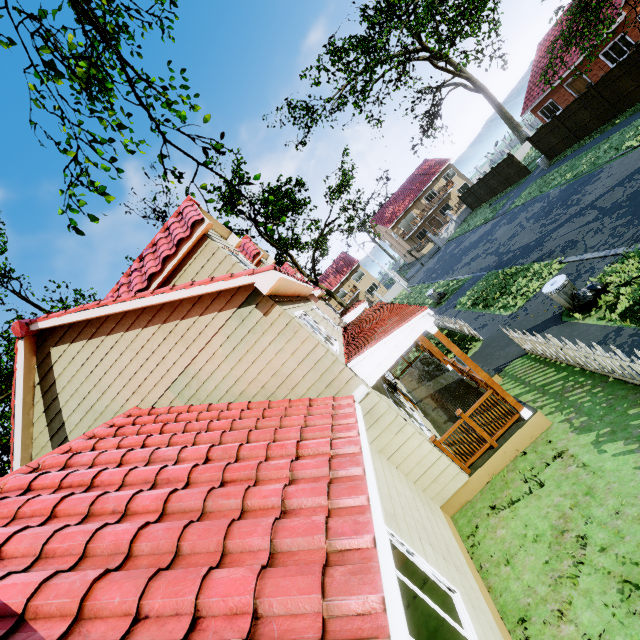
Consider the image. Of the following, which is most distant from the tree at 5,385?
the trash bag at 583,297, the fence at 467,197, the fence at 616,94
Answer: the fence at 467,197

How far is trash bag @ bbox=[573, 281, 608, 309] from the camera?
8.18m

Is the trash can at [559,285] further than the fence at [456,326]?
No

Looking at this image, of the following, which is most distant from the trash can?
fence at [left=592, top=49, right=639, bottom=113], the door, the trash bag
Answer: the door

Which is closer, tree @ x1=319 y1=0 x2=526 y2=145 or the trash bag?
the trash bag

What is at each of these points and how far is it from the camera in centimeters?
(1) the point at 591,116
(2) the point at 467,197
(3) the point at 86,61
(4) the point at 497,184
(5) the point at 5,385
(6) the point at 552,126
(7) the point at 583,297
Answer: (1) fence, 1967cm
(2) fence, 3728cm
(3) tree, 1211cm
(4) fence, 3141cm
(5) tree, 1970cm
(6) fence, 2211cm
(7) trash bag, 824cm

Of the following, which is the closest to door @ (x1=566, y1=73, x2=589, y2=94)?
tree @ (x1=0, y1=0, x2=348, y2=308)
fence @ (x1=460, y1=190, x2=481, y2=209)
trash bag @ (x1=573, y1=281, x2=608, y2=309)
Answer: tree @ (x1=0, y1=0, x2=348, y2=308)

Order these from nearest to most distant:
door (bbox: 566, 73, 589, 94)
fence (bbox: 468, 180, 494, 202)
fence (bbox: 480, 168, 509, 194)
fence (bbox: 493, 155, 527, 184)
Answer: door (bbox: 566, 73, 589, 94) < fence (bbox: 493, 155, 527, 184) < fence (bbox: 480, 168, 509, 194) < fence (bbox: 468, 180, 494, 202)
